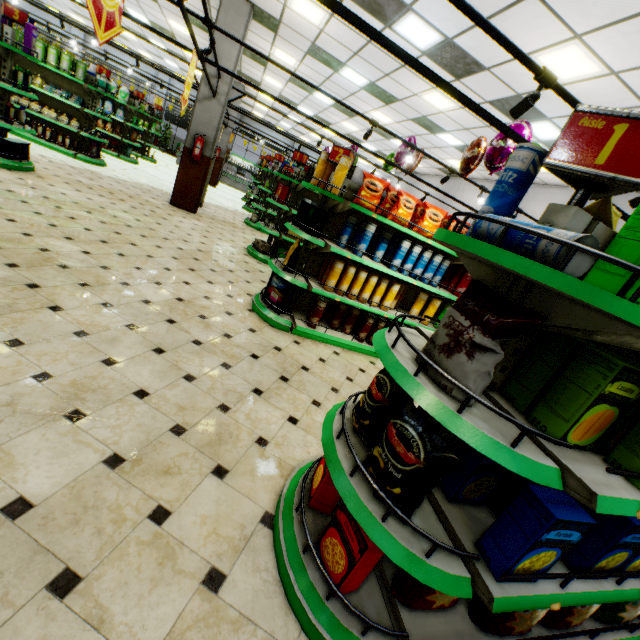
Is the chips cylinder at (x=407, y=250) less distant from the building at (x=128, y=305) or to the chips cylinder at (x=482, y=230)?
the building at (x=128, y=305)

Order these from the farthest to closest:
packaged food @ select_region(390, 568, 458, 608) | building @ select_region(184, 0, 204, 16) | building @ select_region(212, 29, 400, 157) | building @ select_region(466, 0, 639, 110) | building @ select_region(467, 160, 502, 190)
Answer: building @ select_region(467, 160, 502, 190), building @ select_region(184, 0, 204, 16), building @ select_region(212, 29, 400, 157), building @ select_region(466, 0, 639, 110), packaged food @ select_region(390, 568, 458, 608)

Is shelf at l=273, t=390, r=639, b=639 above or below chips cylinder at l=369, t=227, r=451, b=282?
below

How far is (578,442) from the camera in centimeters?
134cm

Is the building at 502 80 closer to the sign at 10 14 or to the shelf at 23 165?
the shelf at 23 165

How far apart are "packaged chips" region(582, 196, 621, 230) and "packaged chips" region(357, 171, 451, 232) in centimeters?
240cm

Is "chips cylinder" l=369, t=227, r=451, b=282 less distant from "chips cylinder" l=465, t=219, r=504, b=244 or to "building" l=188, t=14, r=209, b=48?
"building" l=188, t=14, r=209, b=48

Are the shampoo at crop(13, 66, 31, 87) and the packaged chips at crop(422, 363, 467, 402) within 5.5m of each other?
no
